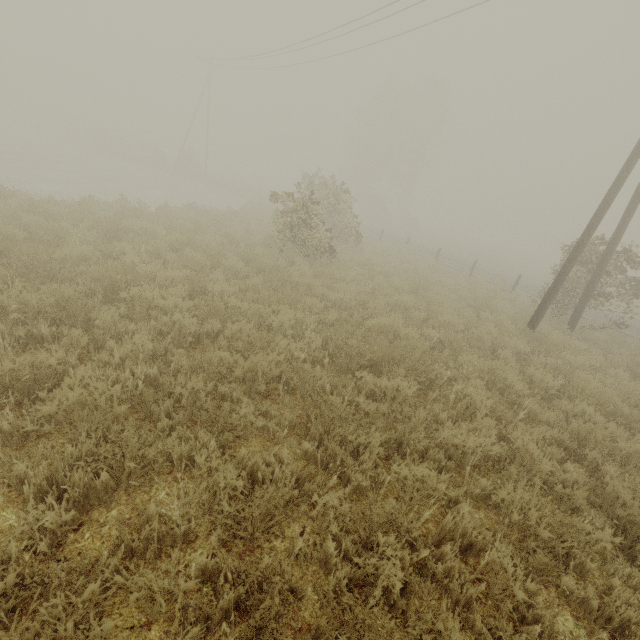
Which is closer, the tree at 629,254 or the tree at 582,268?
the tree at 629,254

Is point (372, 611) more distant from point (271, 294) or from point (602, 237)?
point (602, 237)

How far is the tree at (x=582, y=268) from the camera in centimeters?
1179cm

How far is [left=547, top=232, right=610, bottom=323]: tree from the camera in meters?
11.8 m

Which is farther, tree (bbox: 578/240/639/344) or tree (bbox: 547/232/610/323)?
tree (bbox: 547/232/610/323)
